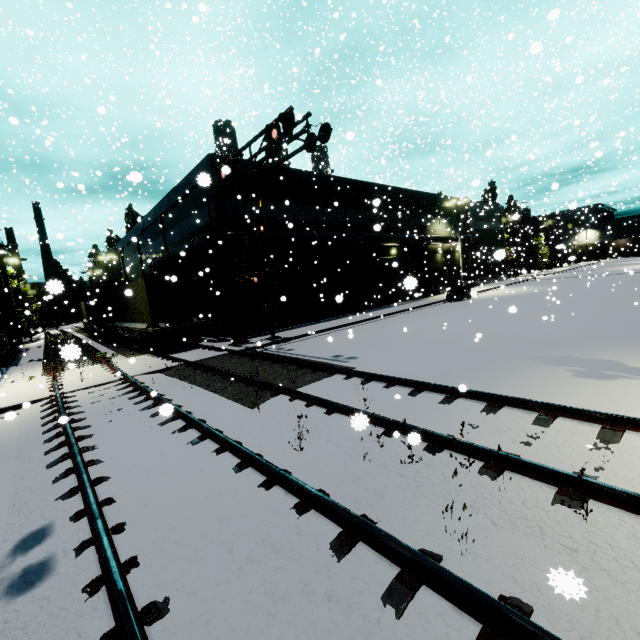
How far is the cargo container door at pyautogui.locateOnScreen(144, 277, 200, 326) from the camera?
16.50m

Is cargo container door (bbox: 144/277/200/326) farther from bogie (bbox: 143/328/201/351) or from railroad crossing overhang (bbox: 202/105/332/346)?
railroad crossing overhang (bbox: 202/105/332/346)

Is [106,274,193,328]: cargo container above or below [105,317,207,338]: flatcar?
above

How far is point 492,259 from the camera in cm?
1969

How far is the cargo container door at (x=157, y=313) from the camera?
16.5 meters

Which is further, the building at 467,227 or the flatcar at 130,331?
the building at 467,227

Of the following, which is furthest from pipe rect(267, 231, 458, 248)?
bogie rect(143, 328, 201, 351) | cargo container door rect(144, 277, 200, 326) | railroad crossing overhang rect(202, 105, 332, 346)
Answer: bogie rect(143, 328, 201, 351)

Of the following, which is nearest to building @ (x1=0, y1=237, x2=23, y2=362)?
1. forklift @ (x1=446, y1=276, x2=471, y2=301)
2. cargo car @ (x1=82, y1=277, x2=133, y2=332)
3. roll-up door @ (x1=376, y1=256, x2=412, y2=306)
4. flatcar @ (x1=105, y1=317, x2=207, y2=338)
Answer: roll-up door @ (x1=376, y1=256, x2=412, y2=306)
